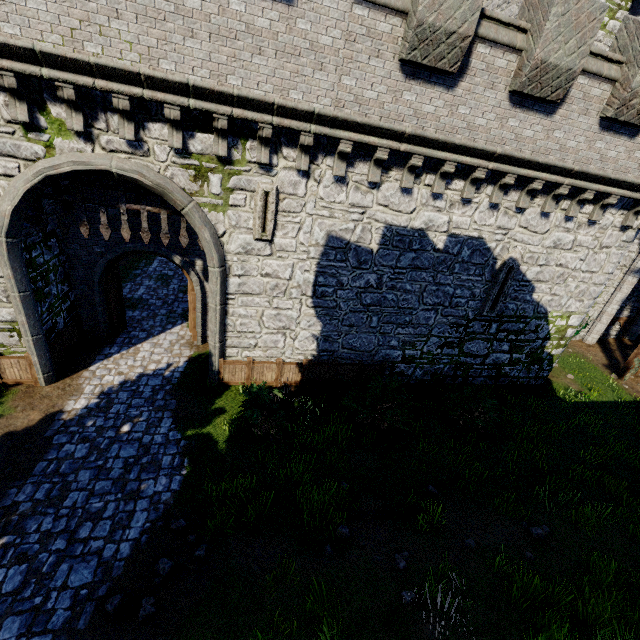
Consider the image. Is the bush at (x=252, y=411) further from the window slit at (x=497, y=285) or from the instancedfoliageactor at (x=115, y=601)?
the window slit at (x=497, y=285)

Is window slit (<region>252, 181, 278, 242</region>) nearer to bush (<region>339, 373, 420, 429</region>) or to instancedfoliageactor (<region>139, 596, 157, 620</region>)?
bush (<region>339, 373, 420, 429</region>)

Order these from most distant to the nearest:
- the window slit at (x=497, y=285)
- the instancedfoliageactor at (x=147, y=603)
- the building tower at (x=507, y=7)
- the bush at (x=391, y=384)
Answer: the building tower at (x=507, y=7) < the window slit at (x=497, y=285) < the bush at (x=391, y=384) < the instancedfoliageactor at (x=147, y=603)

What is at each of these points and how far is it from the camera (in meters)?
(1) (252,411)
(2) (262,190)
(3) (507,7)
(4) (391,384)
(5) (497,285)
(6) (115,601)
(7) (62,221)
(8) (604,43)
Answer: (1) bush, 9.30
(2) window slit, 8.30
(3) building tower, 15.99
(4) bush, 10.86
(5) window slit, 11.31
(6) instancedfoliageactor, 5.69
(7) gate, 8.44
(8) building tower, 15.00

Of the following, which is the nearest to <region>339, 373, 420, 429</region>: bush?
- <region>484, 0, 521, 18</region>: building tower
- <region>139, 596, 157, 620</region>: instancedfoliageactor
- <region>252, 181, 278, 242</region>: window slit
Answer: <region>252, 181, 278, 242</region>: window slit

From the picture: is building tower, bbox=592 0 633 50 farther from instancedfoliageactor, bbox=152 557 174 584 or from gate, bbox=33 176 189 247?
instancedfoliageactor, bbox=152 557 174 584

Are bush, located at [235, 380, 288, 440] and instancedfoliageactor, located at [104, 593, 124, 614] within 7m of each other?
yes

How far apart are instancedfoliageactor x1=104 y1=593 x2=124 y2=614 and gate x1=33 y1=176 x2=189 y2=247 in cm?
792
